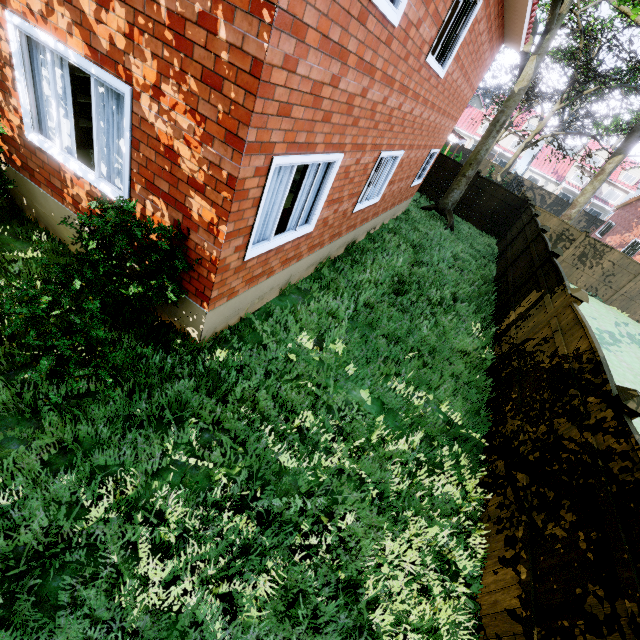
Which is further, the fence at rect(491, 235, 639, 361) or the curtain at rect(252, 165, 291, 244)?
the fence at rect(491, 235, 639, 361)

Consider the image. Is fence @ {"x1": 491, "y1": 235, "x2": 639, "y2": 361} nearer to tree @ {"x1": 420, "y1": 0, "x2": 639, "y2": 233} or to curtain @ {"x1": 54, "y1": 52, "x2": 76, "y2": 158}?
tree @ {"x1": 420, "y1": 0, "x2": 639, "y2": 233}

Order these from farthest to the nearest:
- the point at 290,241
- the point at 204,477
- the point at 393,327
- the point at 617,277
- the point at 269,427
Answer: the point at 617,277, the point at 393,327, the point at 290,241, the point at 269,427, the point at 204,477

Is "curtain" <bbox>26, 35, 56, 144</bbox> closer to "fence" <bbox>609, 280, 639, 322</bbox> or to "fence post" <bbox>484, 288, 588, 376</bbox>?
"fence" <bbox>609, 280, 639, 322</bbox>

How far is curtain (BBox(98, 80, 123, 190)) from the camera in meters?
3.7

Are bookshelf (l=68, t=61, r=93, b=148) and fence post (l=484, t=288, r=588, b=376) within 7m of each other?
no

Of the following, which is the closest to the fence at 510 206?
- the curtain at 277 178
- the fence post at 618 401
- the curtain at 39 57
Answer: the fence post at 618 401

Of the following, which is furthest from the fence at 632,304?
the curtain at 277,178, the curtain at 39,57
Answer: the curtain at 39,57
